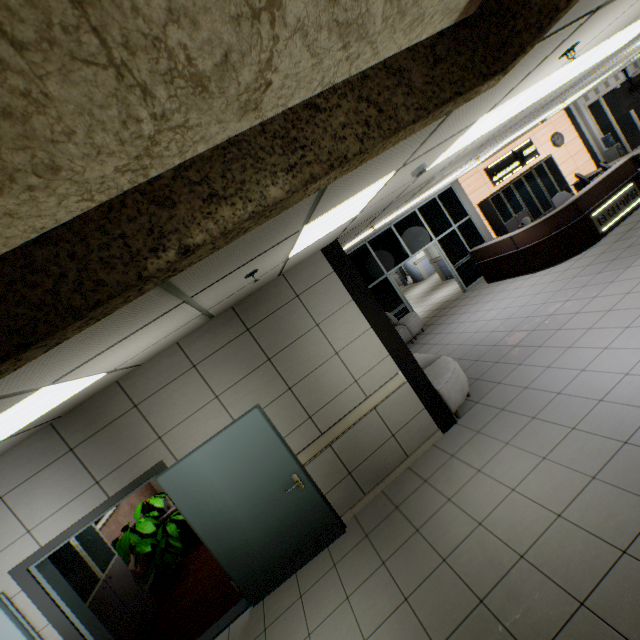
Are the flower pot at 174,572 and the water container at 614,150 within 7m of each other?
no

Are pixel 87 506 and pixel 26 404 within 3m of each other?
yes

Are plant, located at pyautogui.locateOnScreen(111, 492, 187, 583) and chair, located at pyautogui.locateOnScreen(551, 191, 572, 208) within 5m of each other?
no

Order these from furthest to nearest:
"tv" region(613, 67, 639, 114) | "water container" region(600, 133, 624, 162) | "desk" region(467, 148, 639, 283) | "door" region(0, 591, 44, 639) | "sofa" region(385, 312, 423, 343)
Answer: "water container" region(600, 133, 624, 162) < "tv" region(613, 67, 639, 114) < "sofa" region(385, 312, 423, 343) < "desk" region(467, 148, 639, 283) < "door" region(0, 591, 44, 639)

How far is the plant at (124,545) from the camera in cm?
537

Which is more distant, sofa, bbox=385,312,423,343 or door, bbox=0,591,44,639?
sofa, bbox=385,312,423,343

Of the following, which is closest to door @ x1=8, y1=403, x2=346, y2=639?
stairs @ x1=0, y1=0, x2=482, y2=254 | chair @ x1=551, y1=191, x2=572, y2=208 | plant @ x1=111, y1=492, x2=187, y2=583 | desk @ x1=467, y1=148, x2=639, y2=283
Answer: plant @ x1=111, y1=492, x2=187, y2=583

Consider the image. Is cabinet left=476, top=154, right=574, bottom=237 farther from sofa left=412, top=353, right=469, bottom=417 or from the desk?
sofa left=412, top=353, right=469, bottom=417
